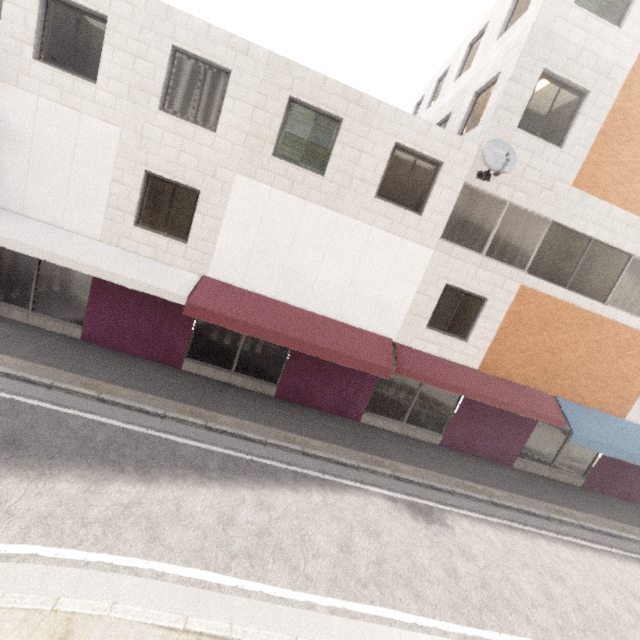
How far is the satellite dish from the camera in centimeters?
828cm

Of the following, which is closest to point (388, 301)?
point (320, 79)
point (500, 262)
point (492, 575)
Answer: point (500, 262)

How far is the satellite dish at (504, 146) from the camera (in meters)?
8.28

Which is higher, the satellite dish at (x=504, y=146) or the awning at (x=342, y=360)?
the satellite dish at (x=504, y=146)

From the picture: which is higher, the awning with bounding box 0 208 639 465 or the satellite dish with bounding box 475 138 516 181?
the satellite dish with bounding box 475 138 516 181
